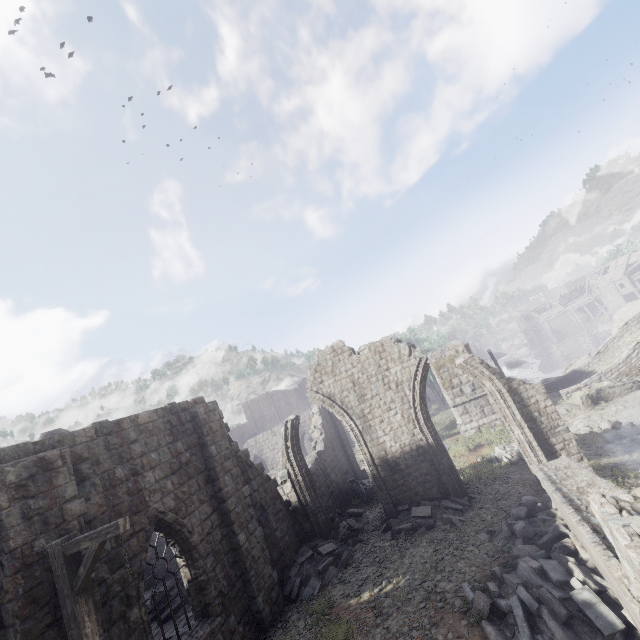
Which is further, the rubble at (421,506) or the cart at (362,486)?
the cart at (362,486)

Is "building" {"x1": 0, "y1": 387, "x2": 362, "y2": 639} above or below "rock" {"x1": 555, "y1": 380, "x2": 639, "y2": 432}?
above

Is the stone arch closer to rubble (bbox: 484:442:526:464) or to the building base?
the building base

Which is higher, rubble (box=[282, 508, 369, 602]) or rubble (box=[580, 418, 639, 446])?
rubble (box=[282, 508, 369, 602])

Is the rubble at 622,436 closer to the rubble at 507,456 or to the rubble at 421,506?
the rubble at 507,456

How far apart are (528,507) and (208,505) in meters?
9.9

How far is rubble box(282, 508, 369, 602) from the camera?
10.8m

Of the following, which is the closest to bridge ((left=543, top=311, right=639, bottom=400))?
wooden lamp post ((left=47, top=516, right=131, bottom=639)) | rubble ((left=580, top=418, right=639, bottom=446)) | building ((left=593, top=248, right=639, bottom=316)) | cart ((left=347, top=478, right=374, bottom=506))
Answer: rubble ((left=580, top=418, right=639, bottom=446))
